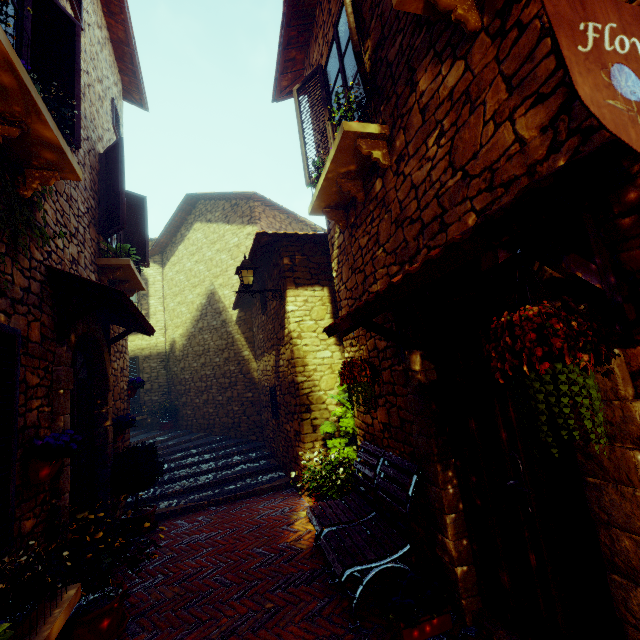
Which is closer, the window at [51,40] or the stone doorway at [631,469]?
the stone doorway at [631,469]

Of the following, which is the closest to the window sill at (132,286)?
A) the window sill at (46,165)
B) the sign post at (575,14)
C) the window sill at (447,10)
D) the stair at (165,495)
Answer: the window sill at (46,165)

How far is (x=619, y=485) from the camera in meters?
1.4

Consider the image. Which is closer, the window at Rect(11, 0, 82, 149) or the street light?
the window at Rect(11, 0, 82, 149)

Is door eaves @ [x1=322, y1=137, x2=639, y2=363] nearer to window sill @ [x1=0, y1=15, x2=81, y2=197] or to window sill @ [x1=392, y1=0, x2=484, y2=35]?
window sill @ [x1=392, y1=0, x2=484, y2=35]

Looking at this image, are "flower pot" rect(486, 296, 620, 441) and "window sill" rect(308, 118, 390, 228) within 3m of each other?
yes

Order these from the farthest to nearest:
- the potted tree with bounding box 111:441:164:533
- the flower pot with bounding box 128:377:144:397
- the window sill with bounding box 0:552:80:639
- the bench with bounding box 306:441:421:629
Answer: the flower pot with bounding box 128:377:144:397, the potted tree with bounding box 111:441:164:533, the bench with bounding box 306:441:421:629, the window sill with bounding box 0:552:80:639

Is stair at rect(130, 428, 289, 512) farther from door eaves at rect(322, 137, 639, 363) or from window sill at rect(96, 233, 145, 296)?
door eaves at rect(322, 137, 639, 363)
